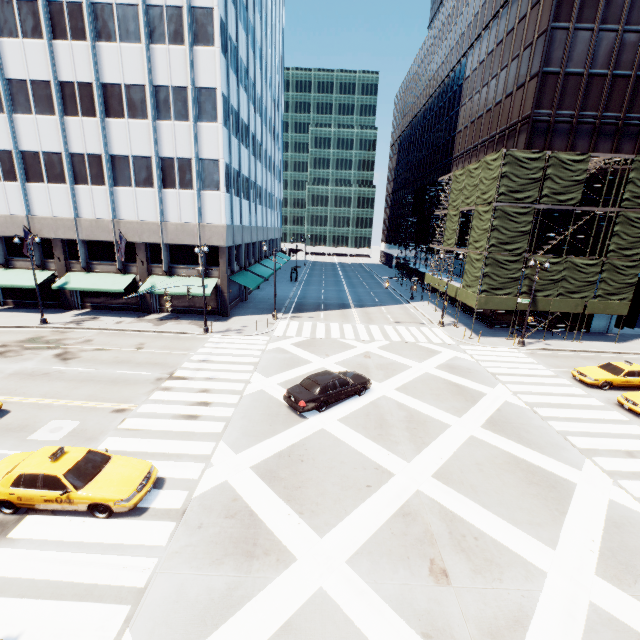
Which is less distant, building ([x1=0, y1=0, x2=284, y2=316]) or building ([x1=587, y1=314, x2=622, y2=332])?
building ([x1=0, y1=0, x2=284, y2=316])

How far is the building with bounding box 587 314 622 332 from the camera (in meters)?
32.53

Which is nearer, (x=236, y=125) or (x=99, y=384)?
(x=99, y=384)

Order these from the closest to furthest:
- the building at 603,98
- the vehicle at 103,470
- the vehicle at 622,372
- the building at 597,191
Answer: the vehicle at 103,470, the vehicle at 622,372, the building at 603,98, the building at 597,191

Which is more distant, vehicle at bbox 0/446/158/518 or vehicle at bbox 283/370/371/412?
vehicle at bbox 283/370/371/412

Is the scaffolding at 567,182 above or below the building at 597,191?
below

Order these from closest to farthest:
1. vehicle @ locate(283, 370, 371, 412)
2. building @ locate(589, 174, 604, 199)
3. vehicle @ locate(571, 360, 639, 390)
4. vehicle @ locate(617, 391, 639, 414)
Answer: vehicle @ locate(283, 370, 371, 412) → vehicle @ locate(617, 391, 639, 414) → vehicle @ locate(571, 360, 639, 390) → building @ locate(589, 174, 604, 199)
